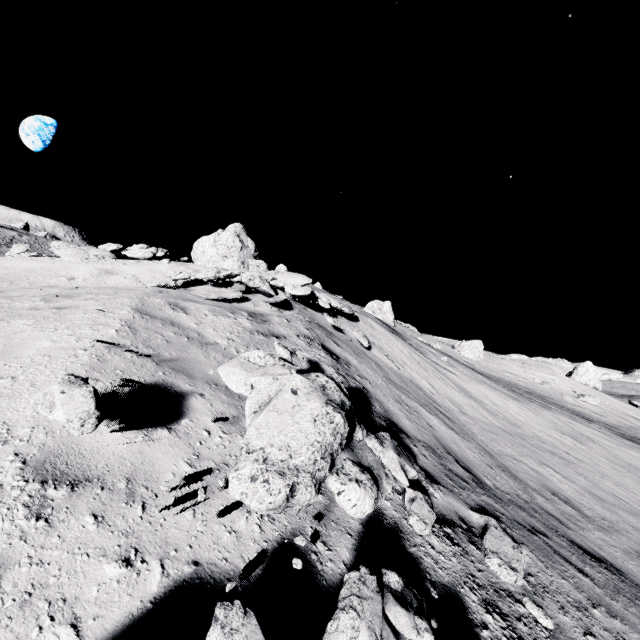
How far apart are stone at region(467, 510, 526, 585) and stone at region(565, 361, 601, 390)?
46.9m

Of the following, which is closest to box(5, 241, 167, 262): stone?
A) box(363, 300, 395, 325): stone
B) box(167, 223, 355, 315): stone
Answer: box(167, 223, 355, 315): stone

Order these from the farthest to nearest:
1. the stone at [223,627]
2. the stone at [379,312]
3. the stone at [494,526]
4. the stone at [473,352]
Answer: the stone at [473,352], the stone at [379,312], the stone at [494,526], the stone at [223,627]

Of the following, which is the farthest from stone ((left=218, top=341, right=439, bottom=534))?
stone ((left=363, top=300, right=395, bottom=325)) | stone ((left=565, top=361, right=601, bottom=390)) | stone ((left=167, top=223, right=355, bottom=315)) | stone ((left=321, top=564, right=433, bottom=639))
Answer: stone ((left=565, top=361, right=601, bottom=390))

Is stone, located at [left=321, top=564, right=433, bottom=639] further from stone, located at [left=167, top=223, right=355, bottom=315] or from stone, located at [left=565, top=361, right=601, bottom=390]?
A: stone, located at [left=565, top=361, right=601, bottom=390]

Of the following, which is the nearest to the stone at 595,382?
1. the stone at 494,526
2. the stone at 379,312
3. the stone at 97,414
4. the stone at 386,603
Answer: the stone at 379,312

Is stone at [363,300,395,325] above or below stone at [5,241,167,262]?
above

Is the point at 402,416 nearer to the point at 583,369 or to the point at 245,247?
the point at 245,247
